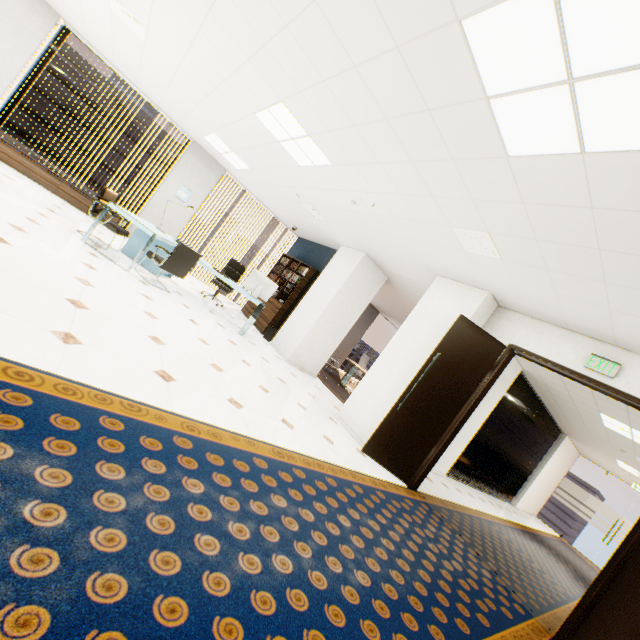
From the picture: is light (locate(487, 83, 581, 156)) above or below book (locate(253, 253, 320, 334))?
above

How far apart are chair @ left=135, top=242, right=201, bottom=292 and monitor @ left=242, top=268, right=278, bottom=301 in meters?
1.1 m

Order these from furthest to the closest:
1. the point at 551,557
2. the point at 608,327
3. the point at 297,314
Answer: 1. the point at 297,314
2. the point at 551,557
3. the point at 608,327

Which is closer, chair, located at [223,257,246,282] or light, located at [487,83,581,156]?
light, located at [487,83,581,156]

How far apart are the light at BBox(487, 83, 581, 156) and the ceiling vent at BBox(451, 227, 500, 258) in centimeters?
123cm

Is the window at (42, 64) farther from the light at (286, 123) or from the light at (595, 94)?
the light at (595, 94)

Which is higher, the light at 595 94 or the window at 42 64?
the light at 595 94

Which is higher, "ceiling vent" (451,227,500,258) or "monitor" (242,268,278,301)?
"ceiling vent" (451,227,500,258)
